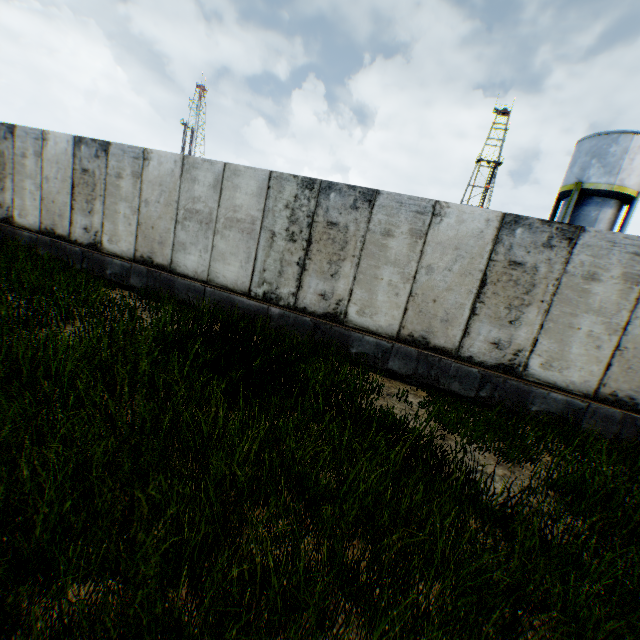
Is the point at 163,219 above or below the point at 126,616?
above
